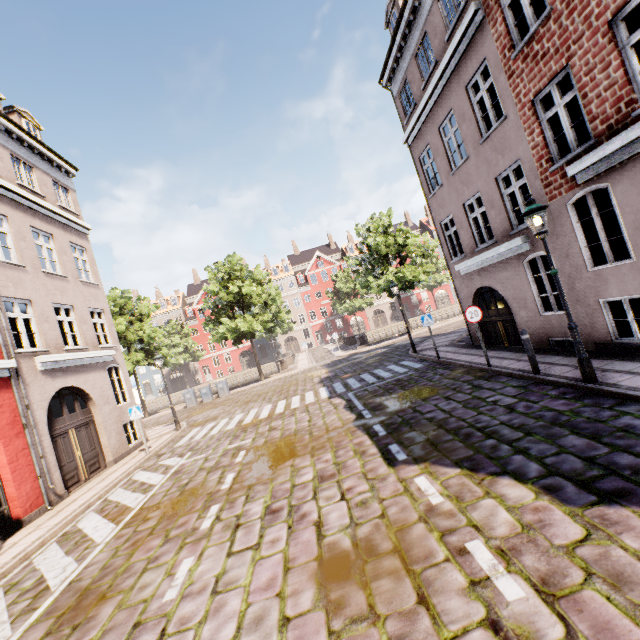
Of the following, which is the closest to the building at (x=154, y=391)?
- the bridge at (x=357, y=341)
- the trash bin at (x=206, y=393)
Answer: the trash bin at (x=206, y=393)

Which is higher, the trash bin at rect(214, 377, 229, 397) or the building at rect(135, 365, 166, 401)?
the building at rect(135, 365, 166, 401)

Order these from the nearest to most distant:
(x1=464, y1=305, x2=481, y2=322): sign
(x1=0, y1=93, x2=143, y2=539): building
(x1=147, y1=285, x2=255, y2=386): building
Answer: (x1=0, y1=93, x2=143, y2=539): building
(x1=464, y1=305, x2=481, y2=322): sign
(x1=147, y1=285, x2=255, y2=386): building

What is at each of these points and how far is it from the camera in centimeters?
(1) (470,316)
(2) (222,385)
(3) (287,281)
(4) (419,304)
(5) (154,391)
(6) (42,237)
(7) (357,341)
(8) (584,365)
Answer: (1) sign, 973cm
(2) trash bin, 2455cm
(3) building, 5569cm
(4) building, 5684cm
(5) building, 5356cm
(6) building, 1243cm
(7) bridge, 2992cm
(8) street light, 639cm

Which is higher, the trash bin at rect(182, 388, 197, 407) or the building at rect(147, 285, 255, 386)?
the building at rect(147, 285, 255, 386)

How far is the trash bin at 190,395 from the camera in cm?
2431

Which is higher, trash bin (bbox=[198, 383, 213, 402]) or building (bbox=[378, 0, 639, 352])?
building (bbox=[378, 0, 639, 352])

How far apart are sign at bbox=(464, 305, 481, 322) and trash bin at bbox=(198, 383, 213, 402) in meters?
20.4
